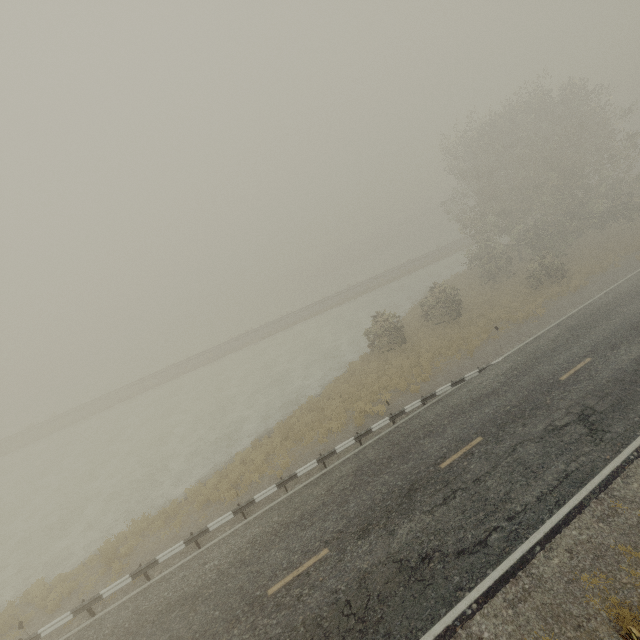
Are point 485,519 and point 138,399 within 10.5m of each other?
no
